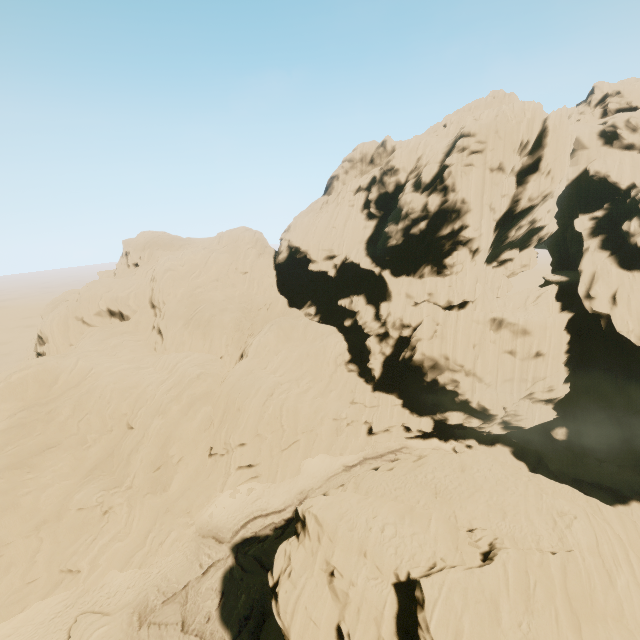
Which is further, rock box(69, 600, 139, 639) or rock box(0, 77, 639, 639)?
rock box(69, 600, 139, 639)

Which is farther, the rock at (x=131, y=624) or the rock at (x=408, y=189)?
the rock at (x=131, y=624)

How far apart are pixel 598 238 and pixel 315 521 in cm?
4828

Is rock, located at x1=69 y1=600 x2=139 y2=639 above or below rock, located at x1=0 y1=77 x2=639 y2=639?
below

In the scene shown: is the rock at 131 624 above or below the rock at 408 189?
below
